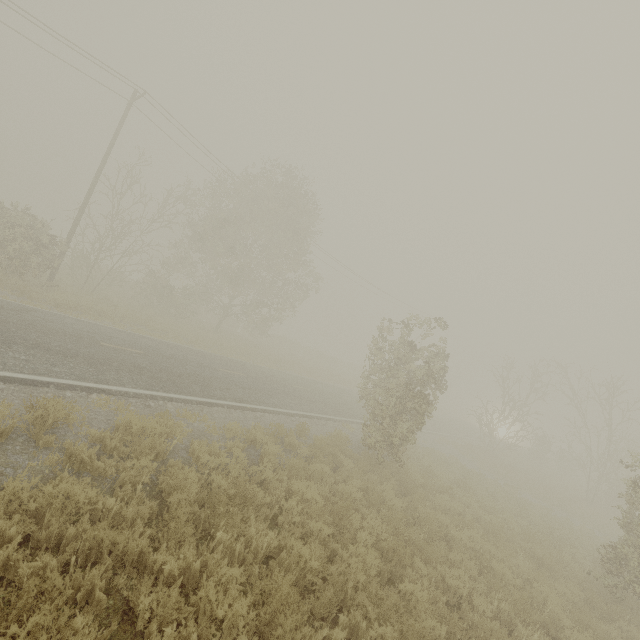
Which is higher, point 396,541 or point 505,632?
point 396,541
